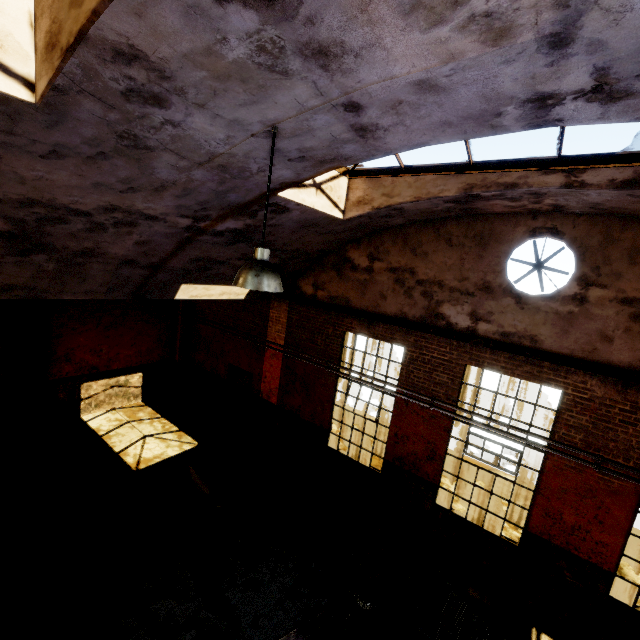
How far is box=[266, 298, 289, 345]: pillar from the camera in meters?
10.0 m

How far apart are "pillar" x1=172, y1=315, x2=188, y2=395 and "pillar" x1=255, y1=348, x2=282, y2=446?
4.4m

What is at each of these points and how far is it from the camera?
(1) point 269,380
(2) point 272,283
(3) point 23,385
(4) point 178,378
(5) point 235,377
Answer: (1) pillar, 10.60m
(2) hanging light, 3.41m
(3) pillar, 9.27m
(4) pillar, 13.30m
(5) door, 11.82m

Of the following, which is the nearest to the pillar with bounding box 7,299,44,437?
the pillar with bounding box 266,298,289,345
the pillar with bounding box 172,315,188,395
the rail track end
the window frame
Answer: the pillar with bounding box 172,315,188,395

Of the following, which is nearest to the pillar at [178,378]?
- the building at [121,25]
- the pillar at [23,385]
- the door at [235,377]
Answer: the door at [235,377]

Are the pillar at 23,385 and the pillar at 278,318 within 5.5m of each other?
no

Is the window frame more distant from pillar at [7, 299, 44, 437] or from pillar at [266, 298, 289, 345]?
pillar at [7, 299, 44, 437]

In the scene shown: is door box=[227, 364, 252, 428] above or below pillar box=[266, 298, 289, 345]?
below
